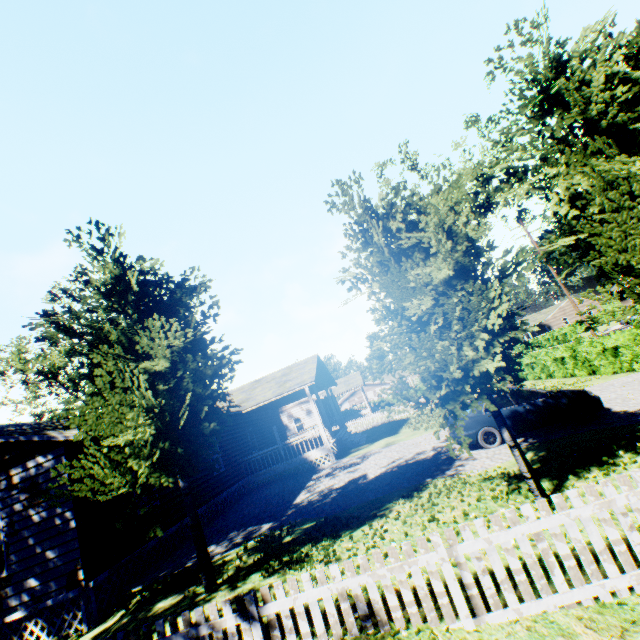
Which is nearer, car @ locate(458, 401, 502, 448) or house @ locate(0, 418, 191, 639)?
house @ locate(0, 418, 191, 639)

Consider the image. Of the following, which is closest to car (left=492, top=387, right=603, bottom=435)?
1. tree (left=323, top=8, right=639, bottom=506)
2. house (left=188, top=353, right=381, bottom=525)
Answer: tree (left=323, top=8, right=639, bottom=506)

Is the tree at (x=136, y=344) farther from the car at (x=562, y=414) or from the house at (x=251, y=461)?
the car at (x=562, y=414)

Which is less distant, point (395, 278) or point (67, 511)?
point (395, 278)

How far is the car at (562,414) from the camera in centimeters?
→ 1045cm

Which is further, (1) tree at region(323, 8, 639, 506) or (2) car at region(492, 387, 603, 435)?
(2) car at region(492, 387, 603, 435)

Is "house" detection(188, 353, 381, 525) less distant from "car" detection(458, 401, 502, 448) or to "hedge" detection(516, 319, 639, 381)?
"car" detection(458, 401, 502, 448)
